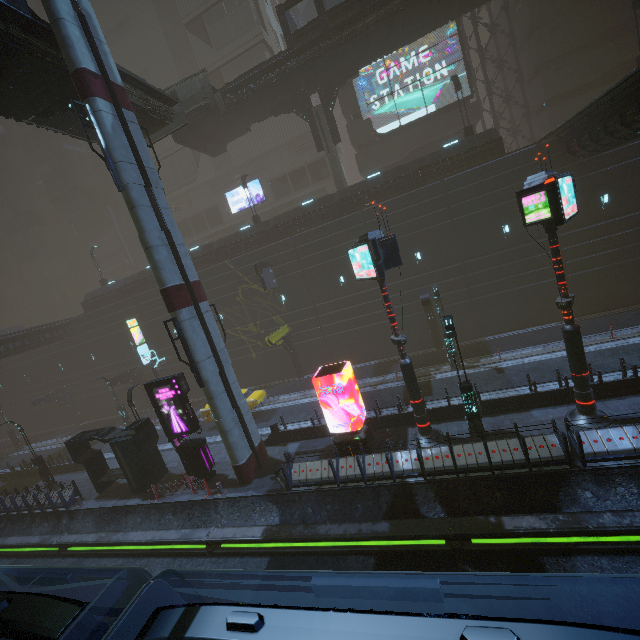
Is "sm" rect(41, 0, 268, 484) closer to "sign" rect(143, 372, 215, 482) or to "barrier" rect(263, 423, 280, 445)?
"barrier" rect(263, 423, 280, 445)

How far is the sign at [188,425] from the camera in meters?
16.4

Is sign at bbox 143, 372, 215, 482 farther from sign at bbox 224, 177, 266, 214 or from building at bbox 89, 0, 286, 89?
sign at bbox 224, 177, 266, 214

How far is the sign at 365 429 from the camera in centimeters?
1442cm

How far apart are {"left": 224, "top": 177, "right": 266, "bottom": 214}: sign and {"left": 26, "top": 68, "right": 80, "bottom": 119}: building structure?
27.4m

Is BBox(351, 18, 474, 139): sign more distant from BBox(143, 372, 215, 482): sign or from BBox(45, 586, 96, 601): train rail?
BBox(45, 586, 96, 601): train rail

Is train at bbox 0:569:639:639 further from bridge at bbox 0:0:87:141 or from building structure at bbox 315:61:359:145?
building structure at bbox 315:61:359:145

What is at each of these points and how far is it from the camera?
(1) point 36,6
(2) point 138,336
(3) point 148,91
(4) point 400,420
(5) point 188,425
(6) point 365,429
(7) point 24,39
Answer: (1) building, 43.4 meters
(2) sign, 32.2 meters
(3) bridge, 17.7 meters
(4) building, 16.3 meters
(5) sign, 16.8 meters
(6) sign, 14.9 meters
(7) bridge, 12.2 meters
